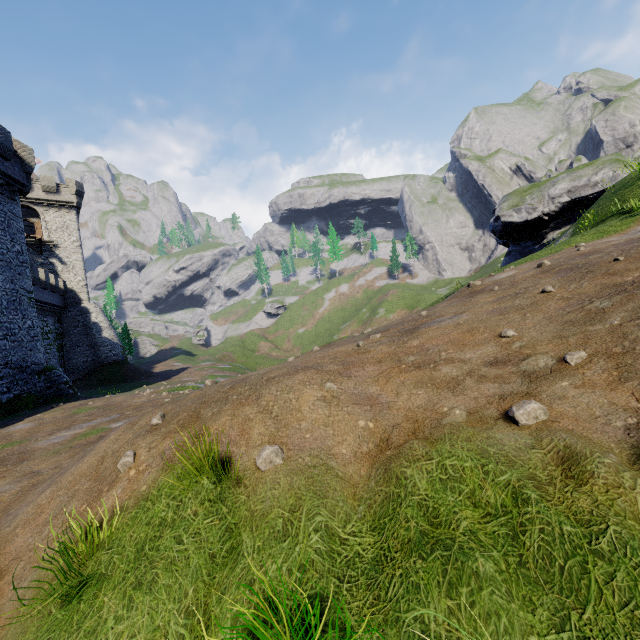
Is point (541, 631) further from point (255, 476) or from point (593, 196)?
point (593, 196)

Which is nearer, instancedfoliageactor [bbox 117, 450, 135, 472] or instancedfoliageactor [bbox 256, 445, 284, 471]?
instancedfoliageactor [bbox 256, 445, 284, 471]

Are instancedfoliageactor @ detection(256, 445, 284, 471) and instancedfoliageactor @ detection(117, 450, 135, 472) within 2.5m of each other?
yes

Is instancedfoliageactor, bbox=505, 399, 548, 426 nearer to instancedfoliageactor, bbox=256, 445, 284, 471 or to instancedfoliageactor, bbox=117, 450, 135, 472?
instancedfoliageactor, bbox=256, 445, 284, 471

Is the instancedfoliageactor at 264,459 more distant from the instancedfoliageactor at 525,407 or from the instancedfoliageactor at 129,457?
the instancedfoliageactor at 525,407
